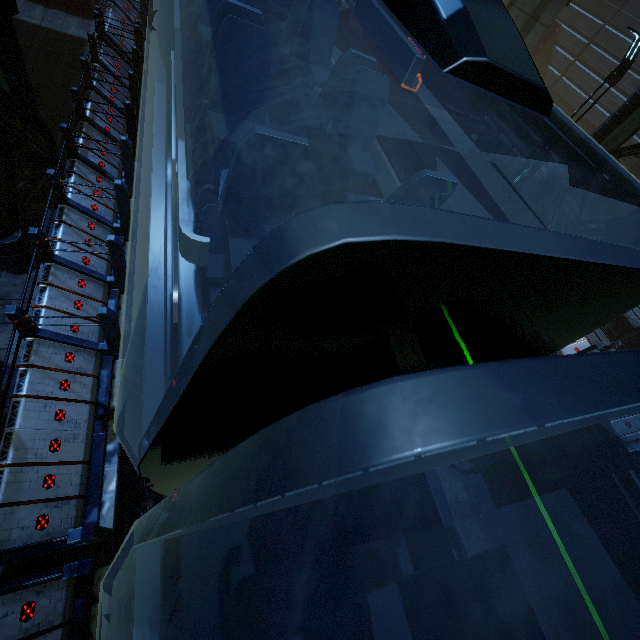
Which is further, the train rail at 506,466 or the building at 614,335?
the building at 614,335

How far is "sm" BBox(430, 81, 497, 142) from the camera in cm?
1399

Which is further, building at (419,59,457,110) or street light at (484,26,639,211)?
building at (419,59,457,110)

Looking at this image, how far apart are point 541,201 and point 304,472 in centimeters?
1290cm

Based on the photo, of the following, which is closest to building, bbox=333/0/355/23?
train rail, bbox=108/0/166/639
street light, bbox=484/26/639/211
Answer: train rail, bbox=108/0/166/639

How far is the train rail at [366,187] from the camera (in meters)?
12.16

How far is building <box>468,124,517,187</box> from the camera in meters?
14.2

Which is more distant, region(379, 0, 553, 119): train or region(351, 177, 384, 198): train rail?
region(351, 177, 384, 198): train rail
